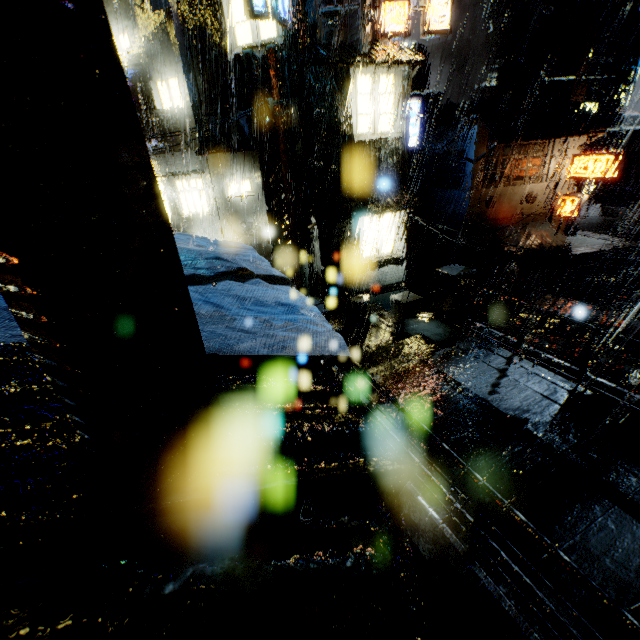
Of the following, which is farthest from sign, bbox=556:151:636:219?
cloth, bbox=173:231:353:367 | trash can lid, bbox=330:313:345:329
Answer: cloth, bbox=173:231:353:367

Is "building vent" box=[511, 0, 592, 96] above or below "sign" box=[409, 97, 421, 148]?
above

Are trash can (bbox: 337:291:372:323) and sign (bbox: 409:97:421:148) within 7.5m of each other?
no

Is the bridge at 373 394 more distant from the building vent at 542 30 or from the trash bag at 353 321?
the building vent at 542 30

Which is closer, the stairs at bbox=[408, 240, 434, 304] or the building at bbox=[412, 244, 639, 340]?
the building at bbox=[412, 244, 639, 340]

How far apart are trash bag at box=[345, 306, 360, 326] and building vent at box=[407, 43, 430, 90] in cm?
3421

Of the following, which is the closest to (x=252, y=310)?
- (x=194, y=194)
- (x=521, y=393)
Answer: (x=521, y=393)

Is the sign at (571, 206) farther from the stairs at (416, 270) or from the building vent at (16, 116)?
the building vent at (16, 116)
